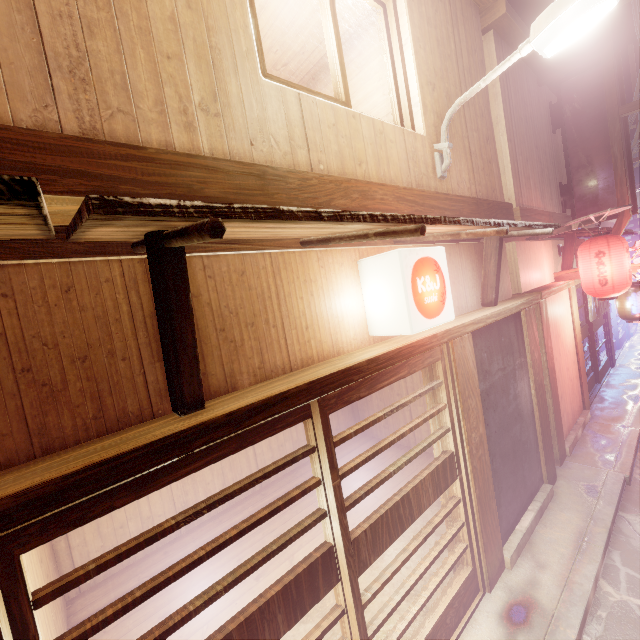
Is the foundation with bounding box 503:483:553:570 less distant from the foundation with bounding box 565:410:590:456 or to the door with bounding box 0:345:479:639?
the door with bounding box 0:345:479:639

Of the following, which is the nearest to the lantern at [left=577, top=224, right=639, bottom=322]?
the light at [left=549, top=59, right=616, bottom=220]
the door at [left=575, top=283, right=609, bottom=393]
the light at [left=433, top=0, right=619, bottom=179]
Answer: the door at [left=575, top=283, right=609, bottom=393]

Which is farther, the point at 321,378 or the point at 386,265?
the point at 386,265

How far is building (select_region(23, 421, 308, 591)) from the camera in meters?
6.9

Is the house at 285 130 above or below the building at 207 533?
above

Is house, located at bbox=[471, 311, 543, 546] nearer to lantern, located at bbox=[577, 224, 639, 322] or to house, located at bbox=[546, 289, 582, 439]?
house, located at bbox=[546, 289, 582, 439]

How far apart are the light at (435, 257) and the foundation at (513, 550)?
5.44m

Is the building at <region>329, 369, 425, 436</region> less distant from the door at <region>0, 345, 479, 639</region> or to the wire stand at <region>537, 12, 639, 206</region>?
the door at <region>0, 345, 479, 639</region>
